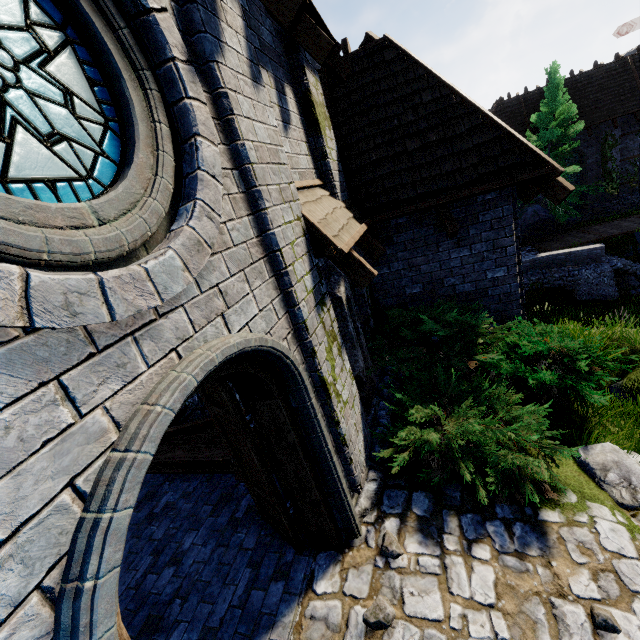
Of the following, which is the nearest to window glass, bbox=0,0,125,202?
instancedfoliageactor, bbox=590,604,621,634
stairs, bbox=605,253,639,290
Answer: instancedfoliageactor, bbox=590,604,621,634

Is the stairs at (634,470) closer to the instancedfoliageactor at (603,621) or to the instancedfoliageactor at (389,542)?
the instancedfoliageactor at (603,621)

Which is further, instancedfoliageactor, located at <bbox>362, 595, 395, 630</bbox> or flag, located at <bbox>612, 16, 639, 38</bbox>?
flag, located at <bbox>612, 16, 639, 38</bbox>

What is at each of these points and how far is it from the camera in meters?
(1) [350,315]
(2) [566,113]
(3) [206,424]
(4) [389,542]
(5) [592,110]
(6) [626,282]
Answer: (1) window slit, 5.1 m
(2) tree, 18.8 m
(3) stairs, 7.9 m
(4) instancedfoliageactor, 3.4 m
(5) building, 20.4 m
(6) stairs, 15.9 m

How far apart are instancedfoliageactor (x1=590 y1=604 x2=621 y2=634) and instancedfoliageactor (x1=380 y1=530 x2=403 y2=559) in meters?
1.5 m

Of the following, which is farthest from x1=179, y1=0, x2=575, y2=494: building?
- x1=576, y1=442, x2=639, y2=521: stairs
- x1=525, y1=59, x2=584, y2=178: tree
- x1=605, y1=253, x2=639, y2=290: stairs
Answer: x1=525, y1=59, x2=584, y2=178: tree

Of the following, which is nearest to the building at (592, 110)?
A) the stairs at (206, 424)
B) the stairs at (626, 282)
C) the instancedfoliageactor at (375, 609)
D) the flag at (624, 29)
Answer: the stairs at (626, 282)

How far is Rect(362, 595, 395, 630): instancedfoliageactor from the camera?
2.8m
